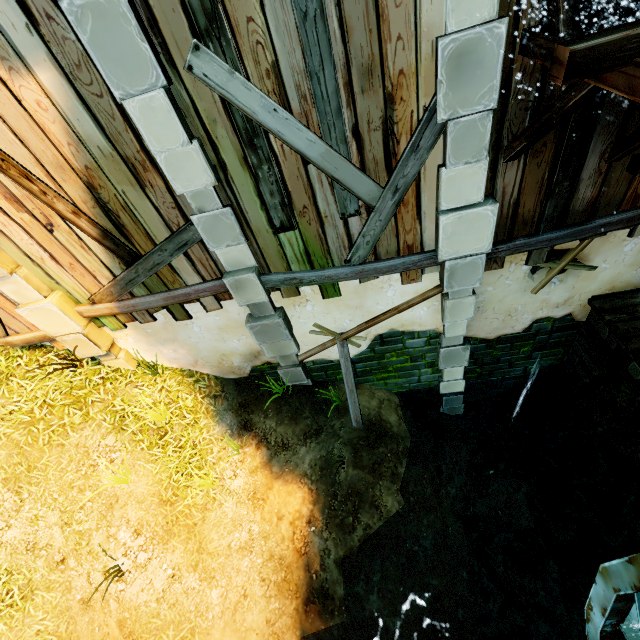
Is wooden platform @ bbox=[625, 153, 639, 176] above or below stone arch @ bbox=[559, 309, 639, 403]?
above

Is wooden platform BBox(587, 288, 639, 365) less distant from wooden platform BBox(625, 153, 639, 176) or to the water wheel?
the water wheel

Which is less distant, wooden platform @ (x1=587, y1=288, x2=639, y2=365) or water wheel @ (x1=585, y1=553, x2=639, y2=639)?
water wheel @ (x1=585, y1=553, x2=639, y2=639)

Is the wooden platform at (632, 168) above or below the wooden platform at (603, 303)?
above

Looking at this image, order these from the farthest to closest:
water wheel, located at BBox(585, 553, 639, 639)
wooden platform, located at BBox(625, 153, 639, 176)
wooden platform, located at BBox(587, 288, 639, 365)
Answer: wooden platform, located at BBox(587, 288, 639, 365) → wooden platform, located at BBox(625, 153, 639, 176) → water wheel, located at BBox(585, 553, 639, 639)

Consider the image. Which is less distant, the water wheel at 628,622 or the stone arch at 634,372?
the water wheel at 628,622

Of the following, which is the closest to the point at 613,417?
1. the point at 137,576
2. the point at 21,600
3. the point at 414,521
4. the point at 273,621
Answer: the point at 414,521

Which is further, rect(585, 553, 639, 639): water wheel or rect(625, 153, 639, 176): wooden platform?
rect(625, 153, 639, 176): wooden platform
